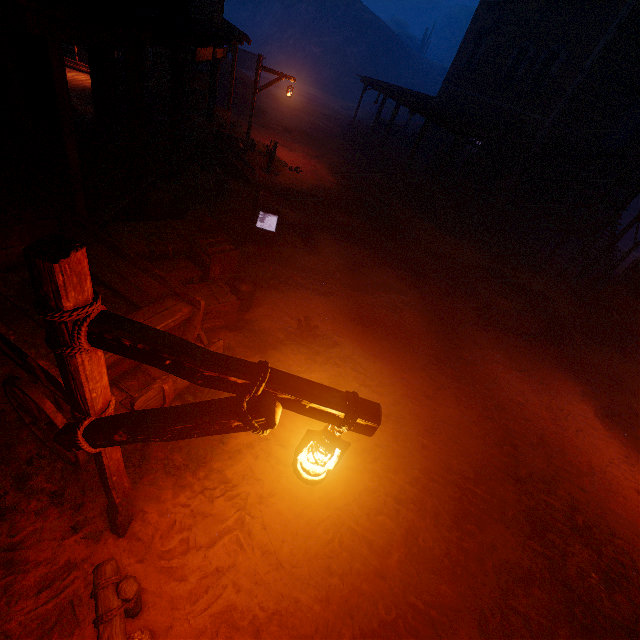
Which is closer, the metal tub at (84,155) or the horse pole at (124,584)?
the horse pole at (124,584)

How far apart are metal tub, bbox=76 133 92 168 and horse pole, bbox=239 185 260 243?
3.2m

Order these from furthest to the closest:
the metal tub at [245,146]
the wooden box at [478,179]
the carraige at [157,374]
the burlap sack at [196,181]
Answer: the wooden box at [478,179], the metal tub at [245,146], the burlap sack at [196,181], the carraige at [157,374]

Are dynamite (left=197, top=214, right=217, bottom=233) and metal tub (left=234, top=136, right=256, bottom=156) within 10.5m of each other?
yes

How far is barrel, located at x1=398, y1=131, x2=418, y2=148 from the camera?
Answer: 22.52m

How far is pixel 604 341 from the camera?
10.9 meters

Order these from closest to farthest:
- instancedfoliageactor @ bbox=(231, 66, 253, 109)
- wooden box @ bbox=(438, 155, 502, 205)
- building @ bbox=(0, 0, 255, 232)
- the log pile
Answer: building @ bbox=(0, 0, 255, 232) → the log pile → wooden box @ bbox=(438, 155, 502, 205) → instancedfoliageactor @ bbox=(231, 66, 253, 109)

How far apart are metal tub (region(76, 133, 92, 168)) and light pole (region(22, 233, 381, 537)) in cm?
599
